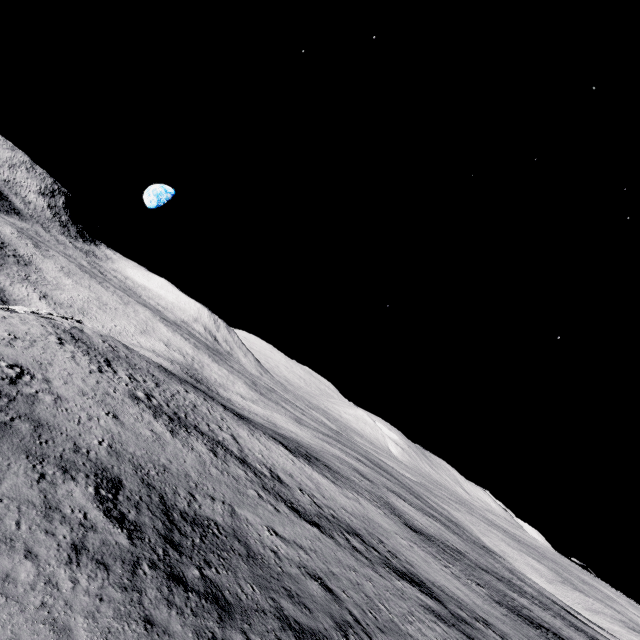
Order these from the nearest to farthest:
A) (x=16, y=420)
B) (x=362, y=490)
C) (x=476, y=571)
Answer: (x=16, y=420)
(x=476, y=571)
(x=362, y=490)
